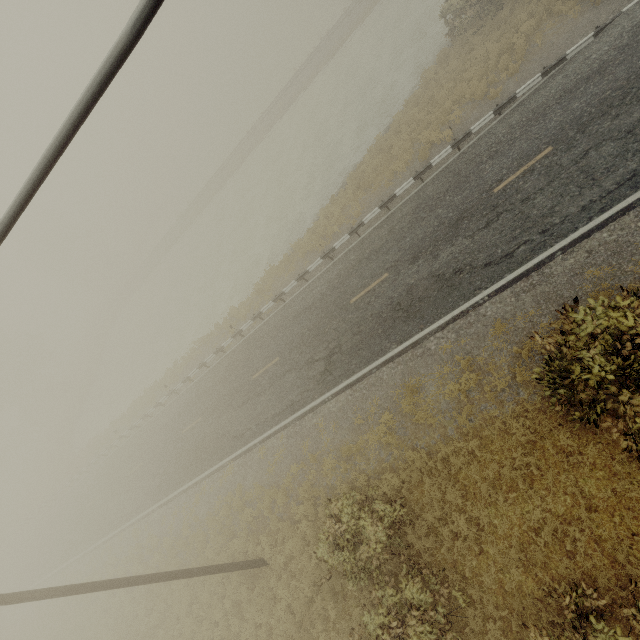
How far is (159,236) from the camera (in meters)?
59.88

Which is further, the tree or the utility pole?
the tree

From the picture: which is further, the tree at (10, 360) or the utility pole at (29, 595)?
the tree at (10, 360)
